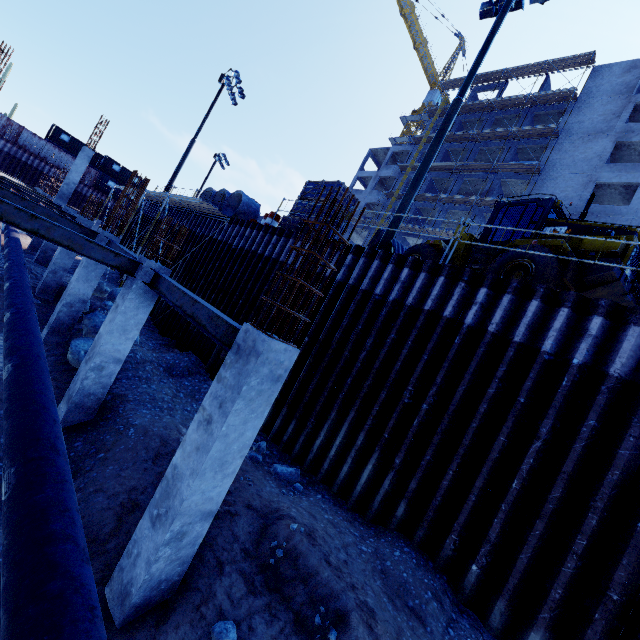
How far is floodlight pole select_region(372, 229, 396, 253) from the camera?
10.0 meters

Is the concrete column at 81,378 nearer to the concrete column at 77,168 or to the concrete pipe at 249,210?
the concrete pipe at 249,210

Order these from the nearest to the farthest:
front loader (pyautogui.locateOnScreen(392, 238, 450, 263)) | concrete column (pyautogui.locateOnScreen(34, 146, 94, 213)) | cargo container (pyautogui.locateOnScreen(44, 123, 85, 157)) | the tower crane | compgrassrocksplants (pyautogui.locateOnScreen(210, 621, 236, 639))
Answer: compgrassrocksplants (pyautogui.locateOnScreen(210, 621, 236, 639)), front loader (pyautogui.locateOnScreen(392, 238, 450, 263)), concrete column (pyautogui.locateOnScreen(34, 146, 94, 213)), cargo container (pyautogui.locateOnScreen(44, 123, 85, 157)), the tower crane

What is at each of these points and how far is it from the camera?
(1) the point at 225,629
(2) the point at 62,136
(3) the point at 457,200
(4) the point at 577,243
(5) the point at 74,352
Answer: (1) compgrassrocksplants, 4.0 meters
(2) cargo container, 43.2 meters
(3) scaffolding, 34.5 meters
(4) front loader, 8.9 meters
(5) compgrassrocksplants, 9.4 meters

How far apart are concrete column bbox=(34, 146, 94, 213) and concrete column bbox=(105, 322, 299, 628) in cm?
2434

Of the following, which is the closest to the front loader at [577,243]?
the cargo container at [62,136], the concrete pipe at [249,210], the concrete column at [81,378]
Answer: the concrete pipe at [249,210]

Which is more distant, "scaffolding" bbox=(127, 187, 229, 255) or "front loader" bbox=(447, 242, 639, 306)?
"scaffolding" bbox=(127, 187, 229, 255)

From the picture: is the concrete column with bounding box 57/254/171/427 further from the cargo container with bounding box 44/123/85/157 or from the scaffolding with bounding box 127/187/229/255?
the cargo container with bounding box 44/123/85/157
